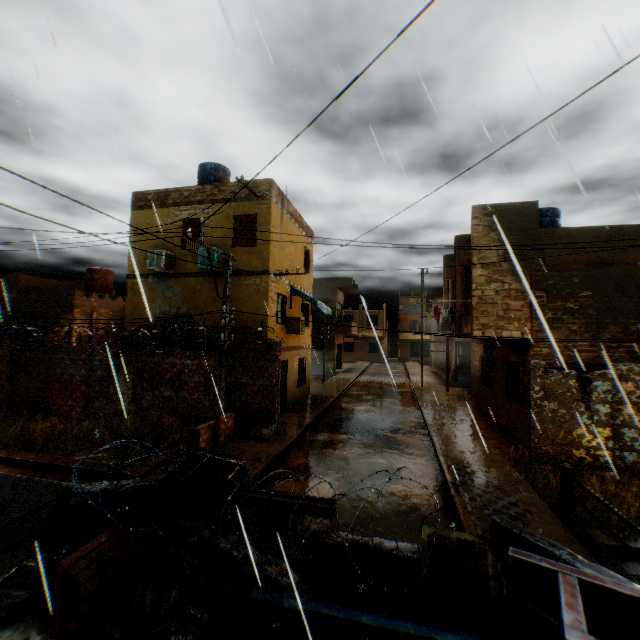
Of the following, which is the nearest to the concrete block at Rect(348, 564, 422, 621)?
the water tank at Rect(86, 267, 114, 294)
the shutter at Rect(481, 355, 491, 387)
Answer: the shutter at Rect(481, 355, 491, 387)

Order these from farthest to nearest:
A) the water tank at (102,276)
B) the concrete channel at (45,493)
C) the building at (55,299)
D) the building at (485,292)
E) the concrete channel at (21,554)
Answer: the water tank at (102,276), the building at (55,299), the building at (485,292), the concrete channel at (45,493), the concrete channel at (21,554)

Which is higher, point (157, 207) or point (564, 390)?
point (157, 207)

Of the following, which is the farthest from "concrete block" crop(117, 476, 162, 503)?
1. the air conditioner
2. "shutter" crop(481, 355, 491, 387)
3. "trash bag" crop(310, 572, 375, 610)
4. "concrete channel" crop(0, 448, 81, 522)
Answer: the air conditioner

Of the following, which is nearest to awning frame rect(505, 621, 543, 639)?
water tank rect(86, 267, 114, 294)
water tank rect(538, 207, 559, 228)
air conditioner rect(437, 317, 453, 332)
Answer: air conditioner rect(437, 317, 453, 332)

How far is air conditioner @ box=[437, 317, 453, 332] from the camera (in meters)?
17.14

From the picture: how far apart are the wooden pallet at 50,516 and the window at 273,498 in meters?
1.6 m

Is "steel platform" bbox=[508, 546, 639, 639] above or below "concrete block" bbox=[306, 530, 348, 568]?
above
